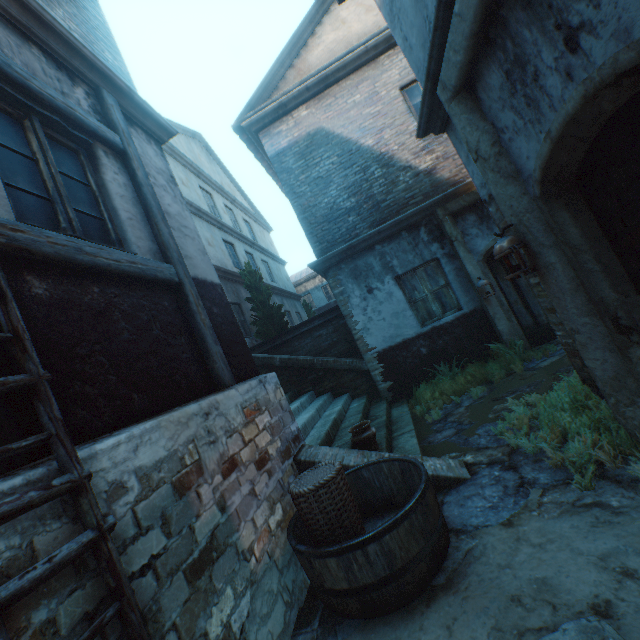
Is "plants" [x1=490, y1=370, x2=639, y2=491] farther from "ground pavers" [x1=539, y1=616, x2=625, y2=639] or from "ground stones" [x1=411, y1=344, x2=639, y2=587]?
"ground pavers" [x1=539, y1=616, x2=625, y2=639]

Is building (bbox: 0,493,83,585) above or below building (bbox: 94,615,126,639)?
above

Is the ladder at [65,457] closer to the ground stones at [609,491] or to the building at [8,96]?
the building at [8,96]

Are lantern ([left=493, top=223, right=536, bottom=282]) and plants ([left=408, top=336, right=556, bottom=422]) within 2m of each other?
no

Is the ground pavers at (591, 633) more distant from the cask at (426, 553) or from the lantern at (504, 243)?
the lantern at (504, 243)

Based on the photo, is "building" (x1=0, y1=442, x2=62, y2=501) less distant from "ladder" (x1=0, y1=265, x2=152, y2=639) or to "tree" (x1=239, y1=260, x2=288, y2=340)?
"ladder" (x1=0, y1=265, x2=152, y2=639)

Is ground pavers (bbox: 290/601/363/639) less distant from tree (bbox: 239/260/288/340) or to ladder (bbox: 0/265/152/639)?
ladder (bbox: 0/265/152/639)

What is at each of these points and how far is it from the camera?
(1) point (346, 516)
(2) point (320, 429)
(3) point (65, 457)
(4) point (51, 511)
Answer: (1) wicker basket, 2.8 meters
(2) stairs, 5.3 meters
(3) ladder, 1.5 meters
(4) building, 1.4 meters
